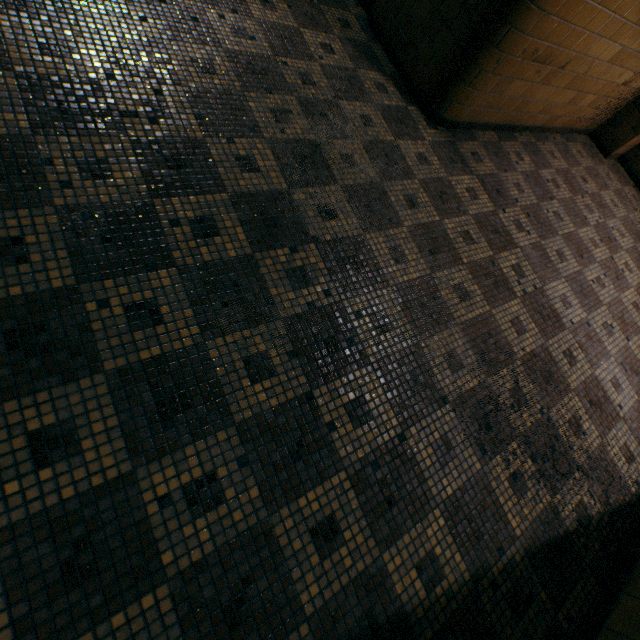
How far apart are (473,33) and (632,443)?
3.44m
